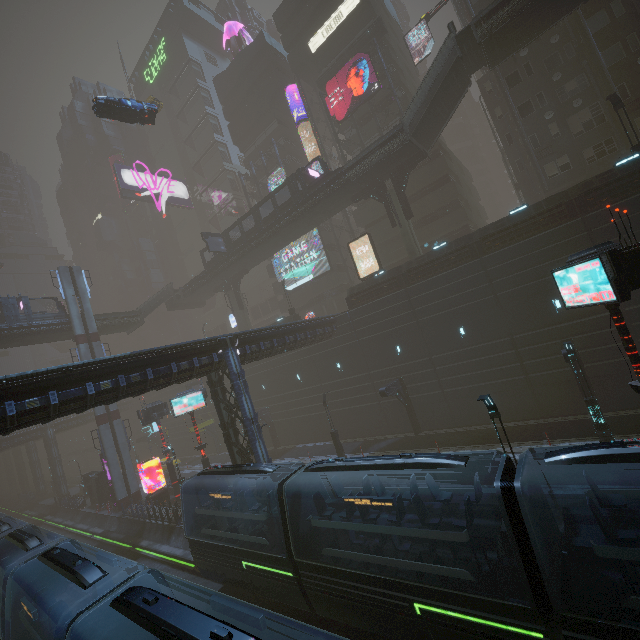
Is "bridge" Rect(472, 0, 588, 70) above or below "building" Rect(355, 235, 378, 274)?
above

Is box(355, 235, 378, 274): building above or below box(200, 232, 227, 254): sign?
below

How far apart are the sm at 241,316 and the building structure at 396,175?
25.7 meters

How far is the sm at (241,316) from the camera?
44.50m

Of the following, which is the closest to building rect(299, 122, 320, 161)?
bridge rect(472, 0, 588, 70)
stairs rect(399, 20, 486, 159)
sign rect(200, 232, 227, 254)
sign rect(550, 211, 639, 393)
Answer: sign rect(550, 211, 639, 393)

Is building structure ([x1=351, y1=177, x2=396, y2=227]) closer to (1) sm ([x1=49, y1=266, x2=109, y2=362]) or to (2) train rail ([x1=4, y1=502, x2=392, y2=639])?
(2) train rail ([x1=4, y1=502, x2=392, y2=639])

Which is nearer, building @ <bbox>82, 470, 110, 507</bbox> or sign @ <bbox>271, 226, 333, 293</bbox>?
building @ <bbox>82, 470, 110, 507</bbox>

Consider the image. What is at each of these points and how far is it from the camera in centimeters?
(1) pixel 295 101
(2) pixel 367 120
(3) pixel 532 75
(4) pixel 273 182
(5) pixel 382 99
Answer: (1) building, 4859cm
(2) building, 3938cm
(3) building, 2778cm
(4) sign, 4566cm
(5) building, 3794cm
